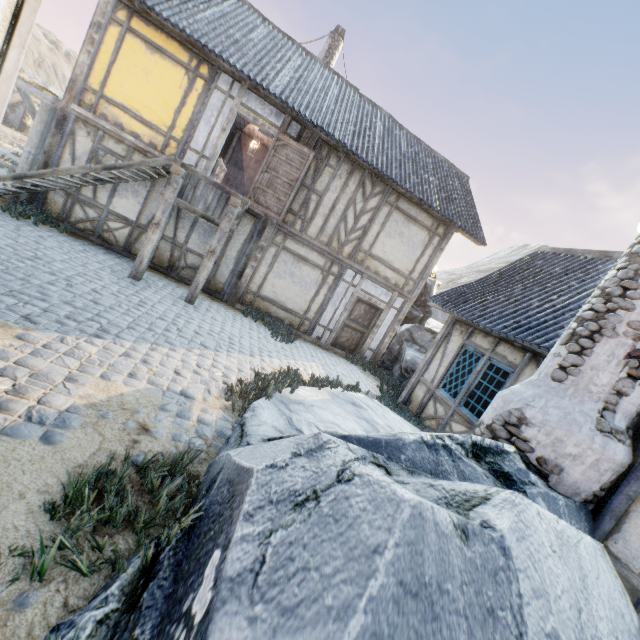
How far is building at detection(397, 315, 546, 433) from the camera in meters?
6.6

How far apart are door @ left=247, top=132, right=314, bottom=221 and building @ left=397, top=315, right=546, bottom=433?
5.6m

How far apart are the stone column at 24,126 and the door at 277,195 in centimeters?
3761cm

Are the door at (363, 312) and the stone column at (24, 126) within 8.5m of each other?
no

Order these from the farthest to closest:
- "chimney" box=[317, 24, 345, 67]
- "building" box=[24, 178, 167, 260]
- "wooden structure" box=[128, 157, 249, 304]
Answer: "chimney" box=[317, 24, 345, 67]
"building" box=[24, 178, 167, 260]
"wooden structure" box=[128, 157, 249, 304]

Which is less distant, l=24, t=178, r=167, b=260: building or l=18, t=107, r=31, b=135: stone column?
l=24, t=178, r=167, b=260: building

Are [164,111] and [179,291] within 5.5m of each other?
yes

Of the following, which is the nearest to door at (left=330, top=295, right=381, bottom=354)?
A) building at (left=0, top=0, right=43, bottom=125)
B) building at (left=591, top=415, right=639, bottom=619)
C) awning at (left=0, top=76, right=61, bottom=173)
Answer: building at (left=591, top=415, right=639, bottom=619)
